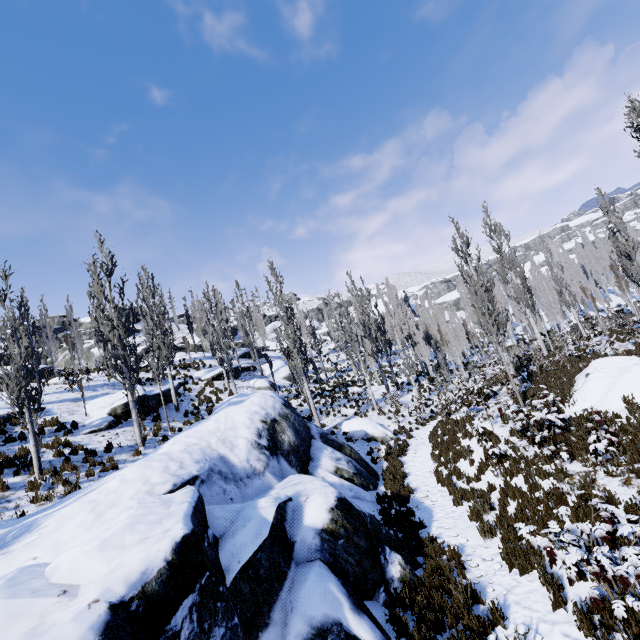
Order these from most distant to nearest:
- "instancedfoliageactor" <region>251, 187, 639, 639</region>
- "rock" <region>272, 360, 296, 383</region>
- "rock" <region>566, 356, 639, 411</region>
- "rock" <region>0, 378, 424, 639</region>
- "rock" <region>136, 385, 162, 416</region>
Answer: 1. "rock" <region>272, 360, 296, 383</region>
2. "rock" <region>136, 385, 162, 416</region>
3. "rock" <region>566, 356, 639, 411</region>
4. "instancedfoliageactor" <region>251, 187, 639, 639</region>
5. "rock" <region>0, 378, 424, 639</region>

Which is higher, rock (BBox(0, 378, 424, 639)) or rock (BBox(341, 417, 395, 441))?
rock (BBox(0, 378, 424, 639))

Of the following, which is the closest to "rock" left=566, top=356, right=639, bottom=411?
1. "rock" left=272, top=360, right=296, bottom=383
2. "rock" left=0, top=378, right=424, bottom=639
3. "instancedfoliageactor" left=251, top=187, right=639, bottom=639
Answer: "instancedfoliageactor" left=251, top=187, right=639, bottom=639

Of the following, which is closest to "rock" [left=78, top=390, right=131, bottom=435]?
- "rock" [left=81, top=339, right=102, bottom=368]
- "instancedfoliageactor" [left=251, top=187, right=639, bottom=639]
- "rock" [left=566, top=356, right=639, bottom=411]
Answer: "instancedfoliageactor" [left=251, top=187, right=639, bottom=639]

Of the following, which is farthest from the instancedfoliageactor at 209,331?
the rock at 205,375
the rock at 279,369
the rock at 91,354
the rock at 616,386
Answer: the rock at 91,354

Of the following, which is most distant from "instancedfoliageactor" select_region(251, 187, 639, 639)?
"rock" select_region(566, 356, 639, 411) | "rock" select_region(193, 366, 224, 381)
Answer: "rock" select_region(566, 356, 639, 411)

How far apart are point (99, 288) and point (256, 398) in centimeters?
904cm

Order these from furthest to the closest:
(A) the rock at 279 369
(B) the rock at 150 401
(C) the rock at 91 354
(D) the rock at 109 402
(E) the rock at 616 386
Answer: (C) the rock at 91 354
(A) the rock at 279 369
(B) the rock at 150 401
(D) the rock at 109 402
(E) the rock at 616 386
